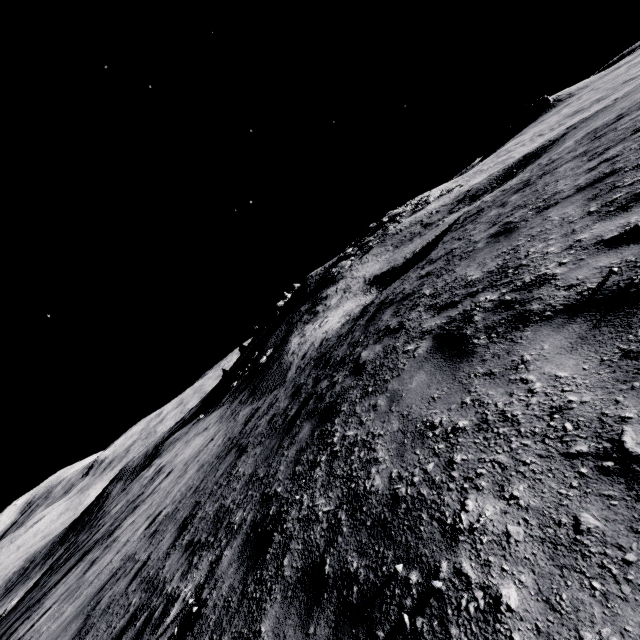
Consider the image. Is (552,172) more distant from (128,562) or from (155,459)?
(155,459)
